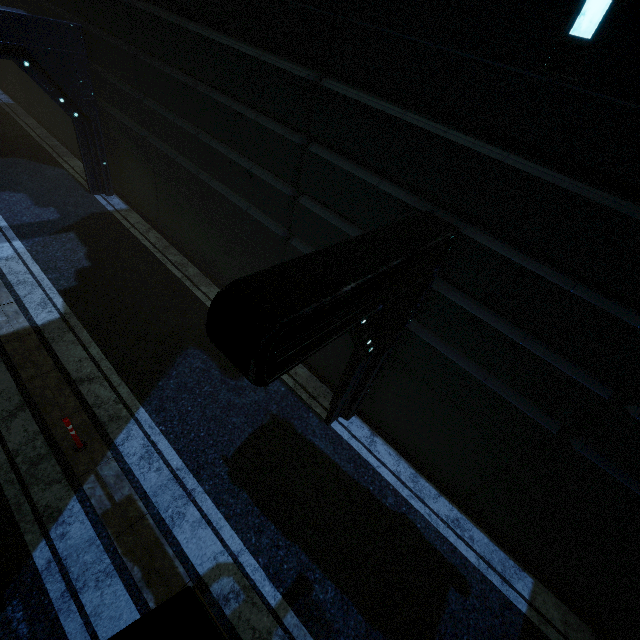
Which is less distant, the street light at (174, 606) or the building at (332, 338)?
the street light at (174, 606)

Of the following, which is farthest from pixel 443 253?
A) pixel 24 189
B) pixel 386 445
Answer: pixel 24 189

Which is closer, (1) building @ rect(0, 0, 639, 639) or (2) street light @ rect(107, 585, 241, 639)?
(2) street light @ rect(107, 585, 241, 639)
